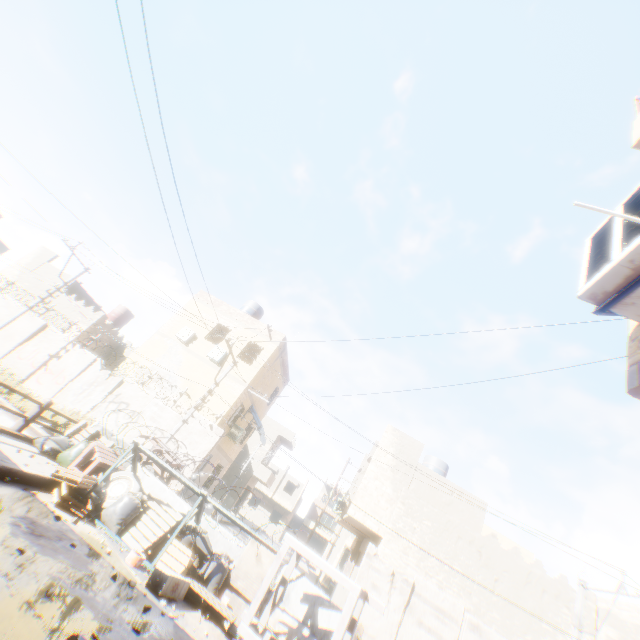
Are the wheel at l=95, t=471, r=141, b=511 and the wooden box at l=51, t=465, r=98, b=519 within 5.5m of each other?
yes

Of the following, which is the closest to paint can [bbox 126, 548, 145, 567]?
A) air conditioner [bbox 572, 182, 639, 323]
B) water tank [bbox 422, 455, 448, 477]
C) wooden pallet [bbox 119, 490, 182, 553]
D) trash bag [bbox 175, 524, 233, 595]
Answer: wooden pallet [bbox 119, 490, 182, 553]

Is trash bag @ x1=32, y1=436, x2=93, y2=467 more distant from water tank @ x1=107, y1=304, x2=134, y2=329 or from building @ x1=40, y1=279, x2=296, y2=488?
water tank @ x1=107, y1=304, x2=134, y2=329

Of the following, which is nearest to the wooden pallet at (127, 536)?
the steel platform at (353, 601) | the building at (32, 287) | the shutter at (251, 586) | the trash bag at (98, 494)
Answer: the trash bag at (98, 494)

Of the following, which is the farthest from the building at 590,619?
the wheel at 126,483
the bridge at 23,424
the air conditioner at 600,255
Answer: the wheel at 126,483

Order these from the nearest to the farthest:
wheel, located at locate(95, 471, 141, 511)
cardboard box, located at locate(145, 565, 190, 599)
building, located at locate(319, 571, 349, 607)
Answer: cardboard box, located at locate(145, 565, 190, 599) → wheel, located at locate(95, 471, 141, 511) → building, located at locate(319, 571, 349, 607)

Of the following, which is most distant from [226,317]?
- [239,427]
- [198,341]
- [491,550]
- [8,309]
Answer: [491,550]

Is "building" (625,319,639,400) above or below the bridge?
above
